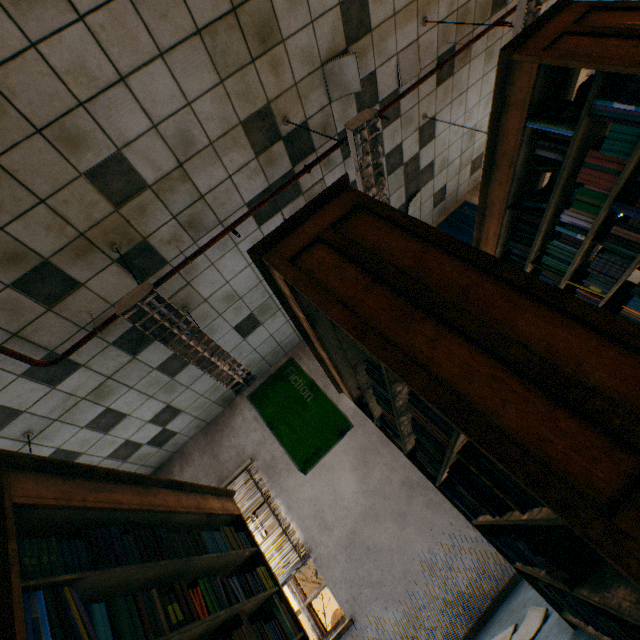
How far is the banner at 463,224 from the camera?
5.7m

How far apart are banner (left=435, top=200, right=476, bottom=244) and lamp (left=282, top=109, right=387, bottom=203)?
2.7m

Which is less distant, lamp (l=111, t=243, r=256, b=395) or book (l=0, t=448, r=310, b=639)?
book (l=0, t=448, r=310, b=639)

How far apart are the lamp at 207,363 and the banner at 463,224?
A: 4.4m

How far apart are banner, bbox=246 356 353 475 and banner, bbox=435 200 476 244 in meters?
3.5

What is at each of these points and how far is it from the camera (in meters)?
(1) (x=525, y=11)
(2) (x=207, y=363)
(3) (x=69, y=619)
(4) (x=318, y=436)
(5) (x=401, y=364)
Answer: (1) lamp, 2.77
(2) lamp, 2.84
(3) book, 1.15
(4) banner, 4.59
(5) book, 1.09

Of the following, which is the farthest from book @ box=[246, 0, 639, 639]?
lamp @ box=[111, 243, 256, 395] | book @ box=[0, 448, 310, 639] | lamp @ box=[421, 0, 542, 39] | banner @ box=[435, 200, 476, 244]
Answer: banner @ box=[435, 200, 476, 244]

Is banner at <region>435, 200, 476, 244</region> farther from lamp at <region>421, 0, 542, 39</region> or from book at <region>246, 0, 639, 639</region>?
book at <region>246, 0, 639, 639</region>
